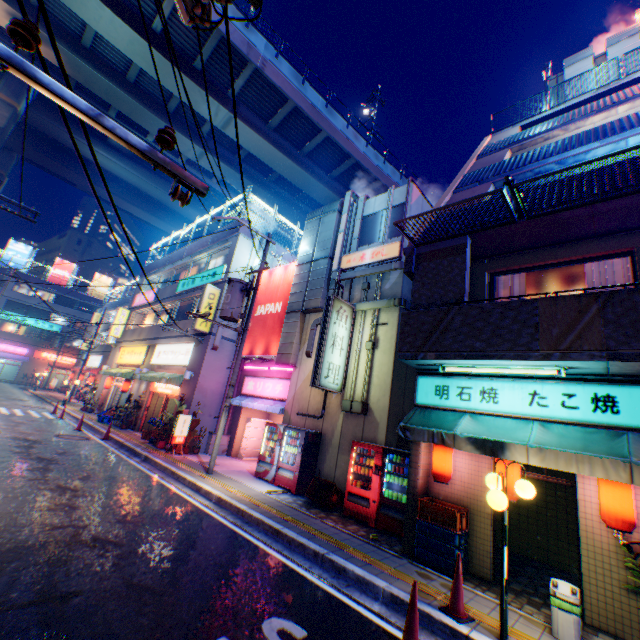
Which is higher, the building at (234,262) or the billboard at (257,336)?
the building at (234,262)

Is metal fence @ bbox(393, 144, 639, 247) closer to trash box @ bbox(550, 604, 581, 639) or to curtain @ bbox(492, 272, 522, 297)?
curtain @ bbox(492, 272, 522, 297)

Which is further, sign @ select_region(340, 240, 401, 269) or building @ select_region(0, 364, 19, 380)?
building @ select_region(0, 364, 19, 380)

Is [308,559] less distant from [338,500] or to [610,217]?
[338,500]

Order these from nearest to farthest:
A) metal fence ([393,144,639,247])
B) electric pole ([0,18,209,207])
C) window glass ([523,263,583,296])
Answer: electric pole ([0,18,209,207]), metal fence ([393,144,639,247]), window glass ([523,263,583,296])

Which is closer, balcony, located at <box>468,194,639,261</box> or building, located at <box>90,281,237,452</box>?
balcony, located at <box>468,194,639,261</box>

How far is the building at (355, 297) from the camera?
13.1 meters

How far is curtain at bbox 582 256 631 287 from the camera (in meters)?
6.70
